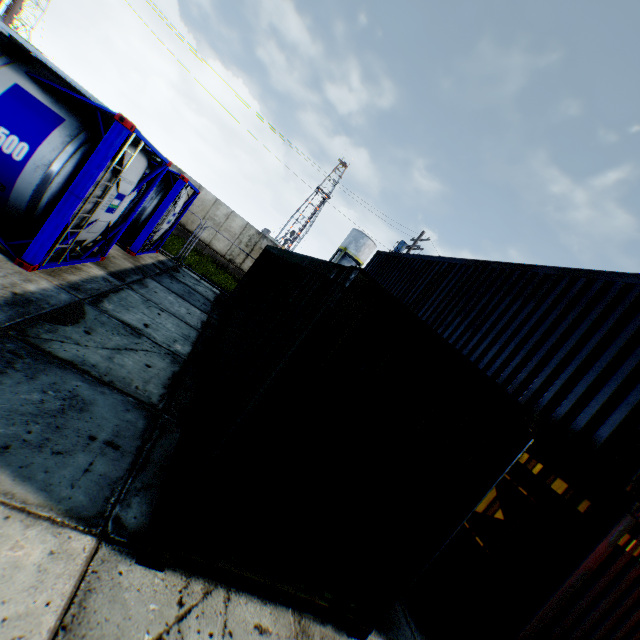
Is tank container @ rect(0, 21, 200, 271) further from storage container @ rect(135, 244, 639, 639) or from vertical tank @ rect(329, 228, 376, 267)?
vertical tank @ rect(329, 228, 376, 267)

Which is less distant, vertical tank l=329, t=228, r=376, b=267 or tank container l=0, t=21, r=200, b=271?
tank container l=0, t=21, r=200, b=271

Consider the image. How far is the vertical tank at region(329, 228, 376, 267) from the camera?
41.6 meters

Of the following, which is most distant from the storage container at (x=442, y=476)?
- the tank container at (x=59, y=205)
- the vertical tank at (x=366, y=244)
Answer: the vertical tank at (x=366, y=244)

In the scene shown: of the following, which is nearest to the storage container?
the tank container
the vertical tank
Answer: the tank container

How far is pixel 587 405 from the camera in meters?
4.6
